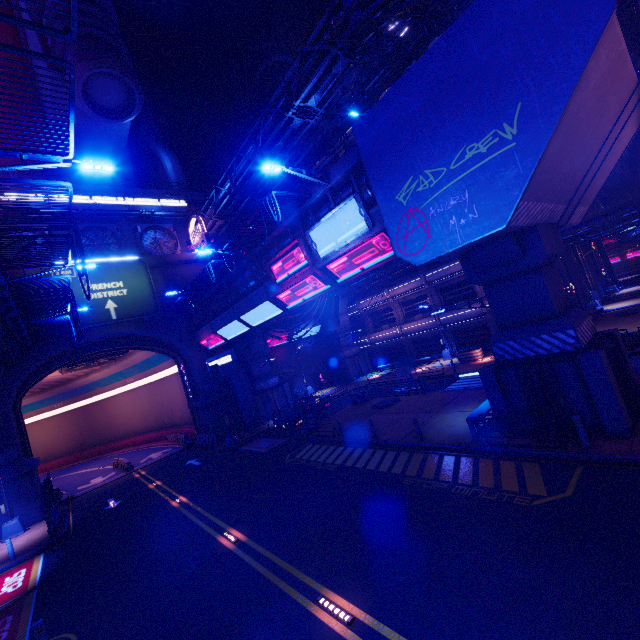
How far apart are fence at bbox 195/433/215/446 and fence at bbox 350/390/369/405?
13.4m

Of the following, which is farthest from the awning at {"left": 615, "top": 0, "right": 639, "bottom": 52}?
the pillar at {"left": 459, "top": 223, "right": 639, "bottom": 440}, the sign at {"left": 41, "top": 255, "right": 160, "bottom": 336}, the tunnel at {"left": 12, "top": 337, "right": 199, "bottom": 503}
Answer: the tunnel at {"left": 12, "top": 337, "right": 199, "bottom": 503}

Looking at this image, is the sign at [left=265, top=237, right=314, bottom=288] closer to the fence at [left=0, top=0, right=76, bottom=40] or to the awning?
the fence at [left=0, top=0, right=76, bottom=40]

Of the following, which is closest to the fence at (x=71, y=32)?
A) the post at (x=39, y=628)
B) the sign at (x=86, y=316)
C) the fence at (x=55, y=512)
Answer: the post at (x=39, y=628)

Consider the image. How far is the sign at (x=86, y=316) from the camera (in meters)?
26.23

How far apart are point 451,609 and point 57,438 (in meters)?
60.40

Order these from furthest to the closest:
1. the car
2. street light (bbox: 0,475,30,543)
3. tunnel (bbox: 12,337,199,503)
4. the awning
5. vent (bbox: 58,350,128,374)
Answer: vent (bbox: 58,350,128,374), tunnel (bbox: 12,337,199,503), the car, street light (bbox: 0,475,30,543), the awning

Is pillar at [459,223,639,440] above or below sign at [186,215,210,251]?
below
